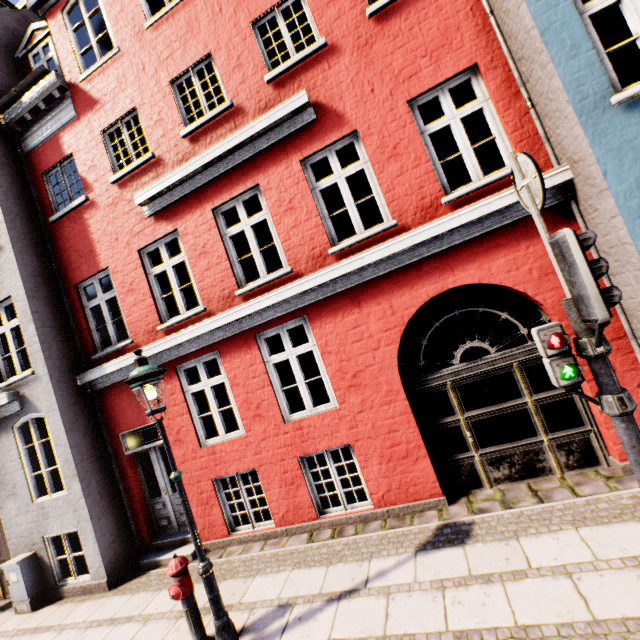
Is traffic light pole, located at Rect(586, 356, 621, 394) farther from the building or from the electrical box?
the electrical box

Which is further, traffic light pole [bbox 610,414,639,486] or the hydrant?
the hydrant

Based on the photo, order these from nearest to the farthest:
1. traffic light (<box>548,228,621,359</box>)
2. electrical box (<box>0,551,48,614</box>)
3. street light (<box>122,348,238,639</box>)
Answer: traffic light (<box>548,228,621,359</box>)
street light (<box>122,348,238,639</box>)
electrical box (<box>0,551,48,614</box>)

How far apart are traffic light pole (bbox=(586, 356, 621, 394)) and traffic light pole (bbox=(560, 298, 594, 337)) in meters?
0.2

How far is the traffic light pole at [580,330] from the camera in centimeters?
268cm

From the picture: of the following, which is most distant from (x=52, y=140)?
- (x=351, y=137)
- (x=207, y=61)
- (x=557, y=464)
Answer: (x=557, y=464)

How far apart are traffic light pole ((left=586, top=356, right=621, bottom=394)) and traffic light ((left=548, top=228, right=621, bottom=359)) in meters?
0.0

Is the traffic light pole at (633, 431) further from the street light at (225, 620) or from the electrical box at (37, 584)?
the electrical box at (37, 584)
